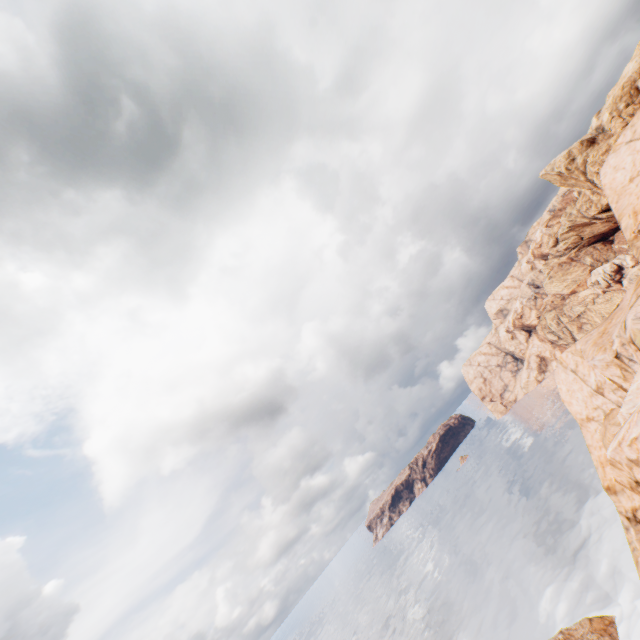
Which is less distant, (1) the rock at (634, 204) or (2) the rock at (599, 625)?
(1) the rock at (634, 204)

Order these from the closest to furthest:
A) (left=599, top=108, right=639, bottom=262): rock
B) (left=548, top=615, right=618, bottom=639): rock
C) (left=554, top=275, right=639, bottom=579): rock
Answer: (left=554, top=275, right=639, bottom=579): rock
(left=599, top=108, right=639, bottom=262): rock
(left=548, top=615, right=618, bottom=639): rock

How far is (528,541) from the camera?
56.8 meters

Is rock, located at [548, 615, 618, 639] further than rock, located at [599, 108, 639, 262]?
Yes

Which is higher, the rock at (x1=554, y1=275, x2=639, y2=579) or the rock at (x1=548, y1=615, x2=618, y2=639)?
the rock at (x1=554, y1=275, x2=639, y2=579)
